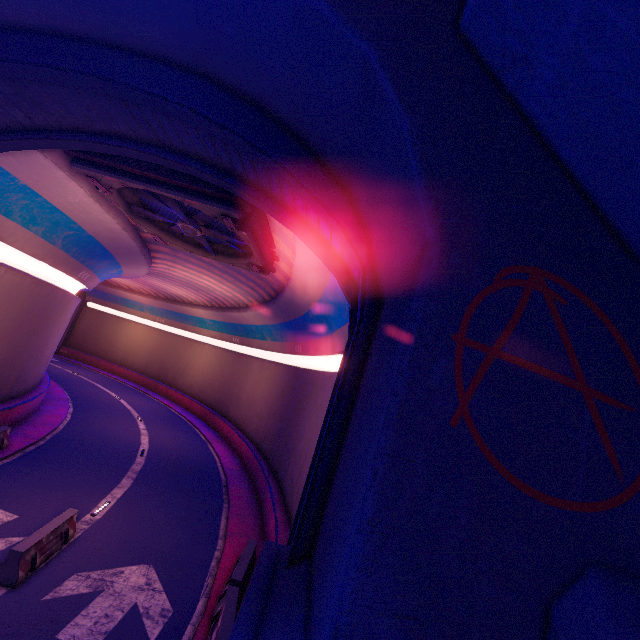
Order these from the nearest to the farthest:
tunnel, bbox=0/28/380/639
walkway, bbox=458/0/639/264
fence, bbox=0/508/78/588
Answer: walkway, bbox=458/0/639/264, tunnel, bbox=0/28/380/639, fence, bbox=0/508/78/588

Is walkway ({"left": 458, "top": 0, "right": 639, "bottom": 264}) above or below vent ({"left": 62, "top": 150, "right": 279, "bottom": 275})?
below

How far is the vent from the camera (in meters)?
9.30

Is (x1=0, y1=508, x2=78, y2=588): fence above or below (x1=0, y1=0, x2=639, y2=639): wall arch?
below

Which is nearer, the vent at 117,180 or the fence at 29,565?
the fence at 29,565

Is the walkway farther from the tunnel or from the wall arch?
the tunnel

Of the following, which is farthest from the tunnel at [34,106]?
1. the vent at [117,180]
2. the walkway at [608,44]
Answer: the walkway at [608,44]

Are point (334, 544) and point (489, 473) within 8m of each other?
yes
